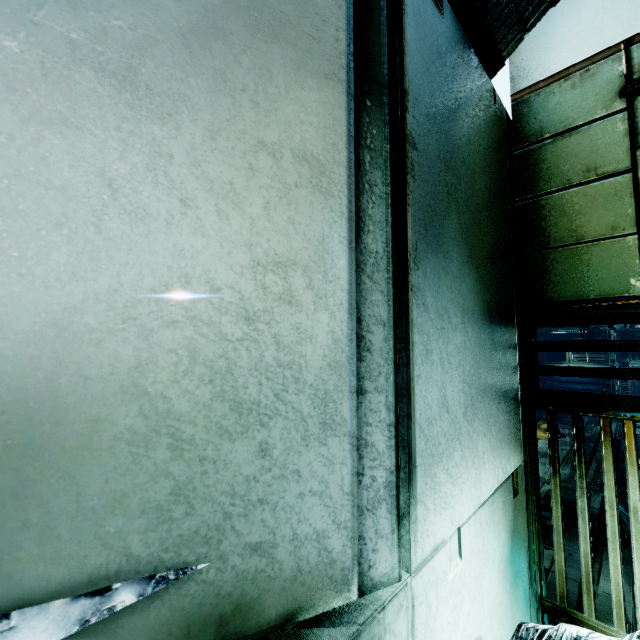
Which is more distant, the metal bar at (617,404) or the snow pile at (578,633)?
the metal bar at (617,404)

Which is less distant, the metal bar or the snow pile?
the snow pile

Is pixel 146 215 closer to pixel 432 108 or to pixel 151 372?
pixel 151 372
